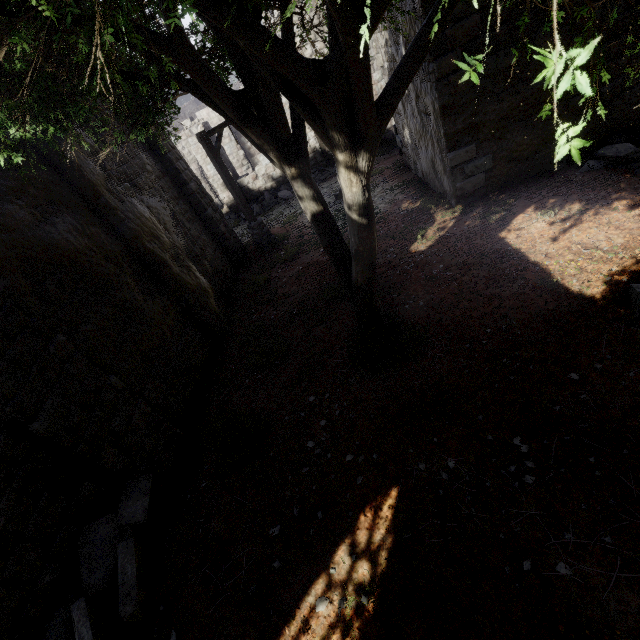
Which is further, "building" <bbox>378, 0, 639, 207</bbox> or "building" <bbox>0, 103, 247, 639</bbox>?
"building" <bbox>378, 0, 639, 207</bbox>

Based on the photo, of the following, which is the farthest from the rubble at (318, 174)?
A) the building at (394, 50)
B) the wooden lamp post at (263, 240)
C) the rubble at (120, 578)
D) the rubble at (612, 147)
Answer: the rubble at (120, 578)

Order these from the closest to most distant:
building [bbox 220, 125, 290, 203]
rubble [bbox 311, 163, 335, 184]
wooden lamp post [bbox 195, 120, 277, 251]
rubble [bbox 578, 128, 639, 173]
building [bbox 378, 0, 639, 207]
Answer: building [bbox 378, 0, 639, 207] → rubble [bbox 578, 128, 639, 173] → wooden lamp post [bbox 195, 120, 277, 251] → rubble [bbox 311, 163, 335, 184] → building [bbox 220, 125, 290, 203]

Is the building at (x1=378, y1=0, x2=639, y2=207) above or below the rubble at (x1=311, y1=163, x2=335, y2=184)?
above

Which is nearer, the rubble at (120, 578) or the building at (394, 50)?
the rubble at (120, 578)

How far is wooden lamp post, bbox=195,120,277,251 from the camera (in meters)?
11.45

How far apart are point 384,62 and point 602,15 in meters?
6.3
